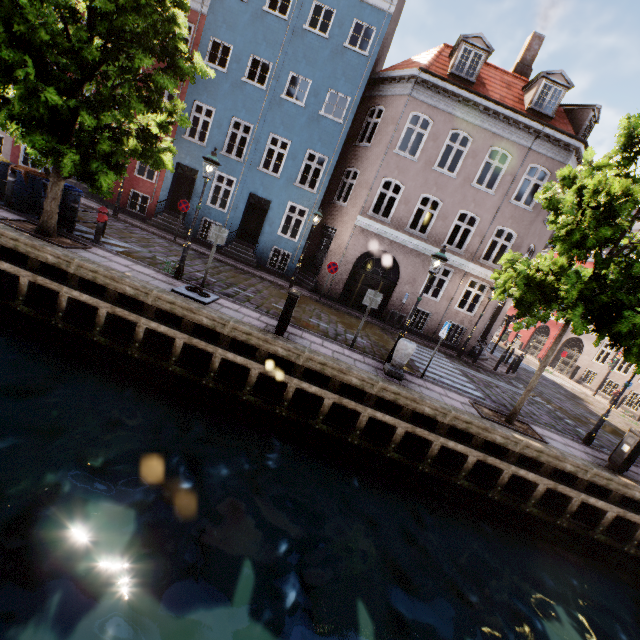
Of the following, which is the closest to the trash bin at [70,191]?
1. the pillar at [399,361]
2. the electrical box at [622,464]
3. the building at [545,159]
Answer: the building at [545,159]

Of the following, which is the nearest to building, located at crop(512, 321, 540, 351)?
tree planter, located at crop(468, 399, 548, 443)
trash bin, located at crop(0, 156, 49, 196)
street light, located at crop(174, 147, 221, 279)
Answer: street light, located at crop(174, 147, 221, 279)

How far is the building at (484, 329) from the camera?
16.83m

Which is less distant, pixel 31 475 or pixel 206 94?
pixel 31 475

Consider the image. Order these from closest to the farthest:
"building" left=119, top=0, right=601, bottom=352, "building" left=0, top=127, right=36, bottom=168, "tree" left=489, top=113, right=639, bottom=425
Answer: "tree" left=489, top=113, right=639, bottom=425, "building" left=119, top=0, right=601, bottom=352, "building" left=0, top=127, right=36, bottom=168

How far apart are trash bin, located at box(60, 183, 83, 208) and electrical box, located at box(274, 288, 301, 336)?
7.8 meters

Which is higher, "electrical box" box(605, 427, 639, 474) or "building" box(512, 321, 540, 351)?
"building" box(512, 321, 540, 351)

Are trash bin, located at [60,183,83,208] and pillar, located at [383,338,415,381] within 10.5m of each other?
no
